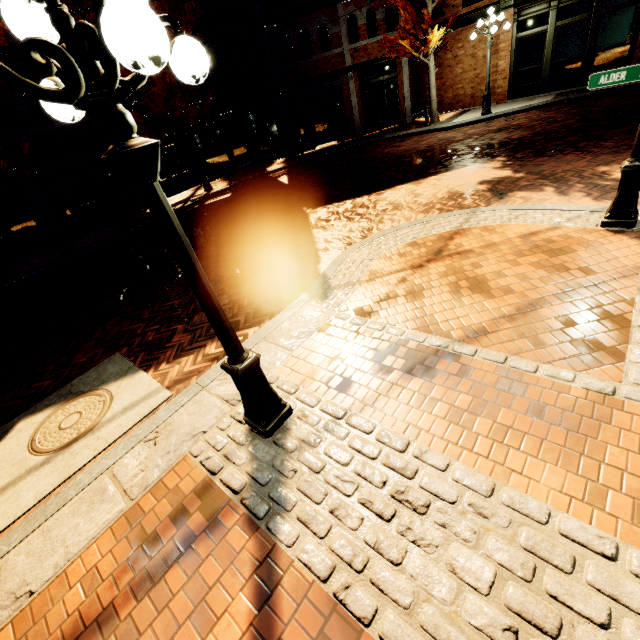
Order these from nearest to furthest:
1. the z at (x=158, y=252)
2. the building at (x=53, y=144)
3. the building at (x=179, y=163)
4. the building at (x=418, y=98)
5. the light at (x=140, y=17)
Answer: the light at (x=140, y=17), the z at (x=158, y=252), the building at (x=53, y=144), the building at (x=179, y=163), the building at (x=418, y=98)

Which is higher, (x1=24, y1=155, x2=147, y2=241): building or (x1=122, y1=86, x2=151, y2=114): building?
(x1=122, y1=86, x2=151, y2=114): building

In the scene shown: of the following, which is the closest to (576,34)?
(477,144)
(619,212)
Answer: (477,144)

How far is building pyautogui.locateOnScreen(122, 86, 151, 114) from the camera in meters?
15.2

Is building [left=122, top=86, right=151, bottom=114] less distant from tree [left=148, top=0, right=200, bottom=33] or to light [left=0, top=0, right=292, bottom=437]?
tree [left=148, top=0, right=200, bottom=33]

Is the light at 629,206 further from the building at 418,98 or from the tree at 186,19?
the tree at 186,19

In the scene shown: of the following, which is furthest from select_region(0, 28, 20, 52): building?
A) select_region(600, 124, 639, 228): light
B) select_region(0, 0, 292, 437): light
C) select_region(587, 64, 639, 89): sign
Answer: select_region(587, 64, 639, 89): sign

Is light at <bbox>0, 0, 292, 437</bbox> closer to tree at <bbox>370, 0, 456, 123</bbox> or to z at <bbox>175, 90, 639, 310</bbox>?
z at <bbox>175, 90, 639, 310</bbox>
